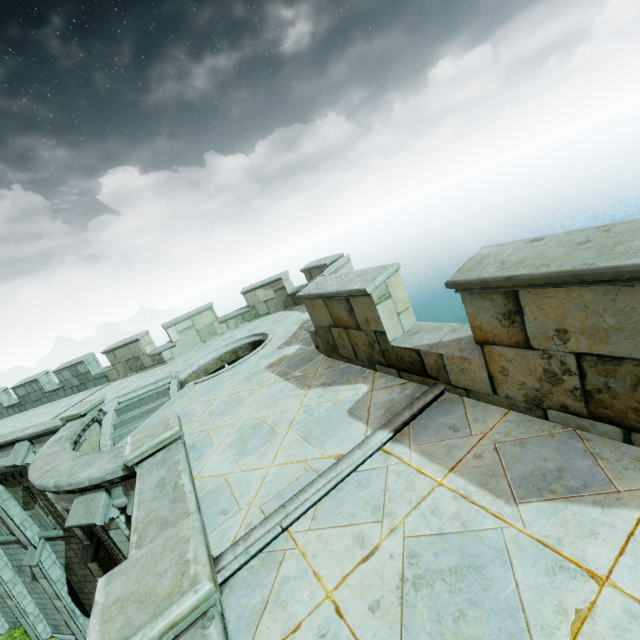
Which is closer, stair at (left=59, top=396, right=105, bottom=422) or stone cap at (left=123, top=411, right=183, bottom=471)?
stone cap at (left=123, top=411, right=183, bottom=471)

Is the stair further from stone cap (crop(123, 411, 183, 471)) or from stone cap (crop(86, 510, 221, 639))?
stone cap (crop(86, 510, 221, 639))

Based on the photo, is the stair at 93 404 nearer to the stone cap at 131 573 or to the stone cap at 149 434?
the stone cap at 149 434

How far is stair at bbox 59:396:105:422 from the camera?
9.8 meters

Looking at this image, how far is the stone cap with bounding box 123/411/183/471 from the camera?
5.1 meters

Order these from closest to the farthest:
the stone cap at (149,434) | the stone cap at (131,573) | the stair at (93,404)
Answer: the stone cap at (131,573)
the stone cap at (149,434)
the stair at (93,404)

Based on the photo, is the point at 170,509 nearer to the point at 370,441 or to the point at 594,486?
the point at 370,441
